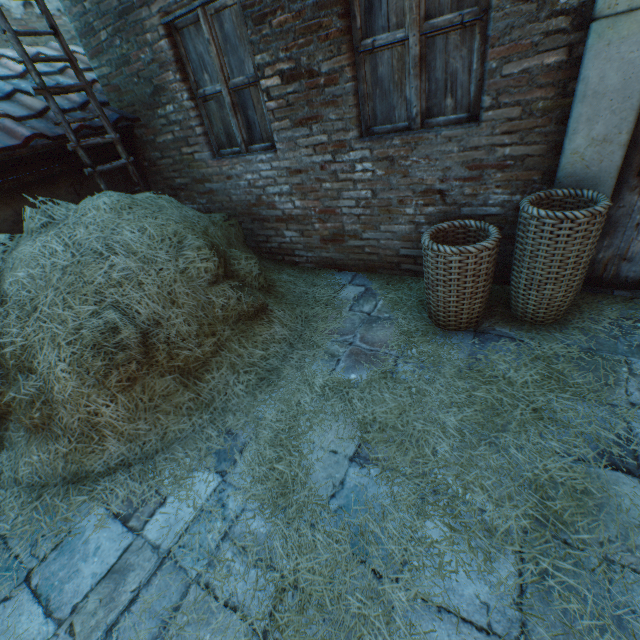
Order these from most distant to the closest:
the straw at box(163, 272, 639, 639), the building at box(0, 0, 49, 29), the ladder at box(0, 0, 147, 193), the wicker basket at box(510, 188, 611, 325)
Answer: the building at box(0, 0, 49, 29)
the ladder at box(0, 0, 147, 193)
the wicker basket at box(510, 188, 611, 325)
the straw at box(163, 272, 639, 639)

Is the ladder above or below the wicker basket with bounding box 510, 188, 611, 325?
above

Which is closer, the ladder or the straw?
the straw

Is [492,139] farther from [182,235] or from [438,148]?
[182,235]

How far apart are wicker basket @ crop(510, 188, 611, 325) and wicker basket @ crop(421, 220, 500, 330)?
0.14m

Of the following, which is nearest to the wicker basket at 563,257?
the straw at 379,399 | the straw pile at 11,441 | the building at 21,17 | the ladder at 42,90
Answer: the straw at 379,399

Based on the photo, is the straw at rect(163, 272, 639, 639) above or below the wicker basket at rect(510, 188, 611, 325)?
below

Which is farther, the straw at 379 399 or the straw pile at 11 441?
the straw pile at 11 441
